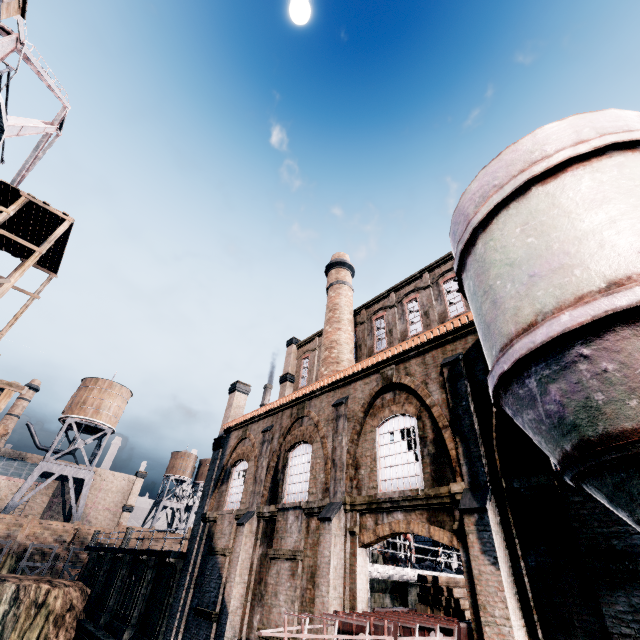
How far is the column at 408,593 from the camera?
15.6m

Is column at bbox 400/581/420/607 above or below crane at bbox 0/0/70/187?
below

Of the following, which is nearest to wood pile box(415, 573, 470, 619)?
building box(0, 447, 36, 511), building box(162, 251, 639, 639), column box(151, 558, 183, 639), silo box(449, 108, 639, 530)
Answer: building box(162, 251, 639, 639)

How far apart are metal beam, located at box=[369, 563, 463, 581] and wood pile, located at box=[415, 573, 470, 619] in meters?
1.9 m

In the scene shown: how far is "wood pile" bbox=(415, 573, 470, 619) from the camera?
11.3m

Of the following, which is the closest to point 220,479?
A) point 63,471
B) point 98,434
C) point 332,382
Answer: point 332,382

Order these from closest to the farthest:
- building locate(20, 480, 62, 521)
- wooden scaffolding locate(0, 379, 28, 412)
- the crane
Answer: the crane, wooden scaffolding locate(0, 379, 28, 412), building locate(20, 480, 62, 521)

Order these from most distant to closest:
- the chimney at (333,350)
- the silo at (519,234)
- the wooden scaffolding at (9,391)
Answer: the chimney at (333,350), the wooden scaffolding at (9,391), the silo at (519,234)
